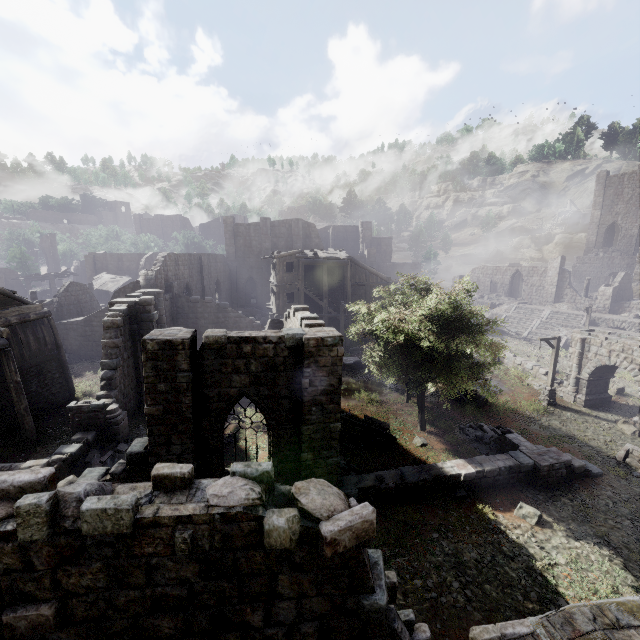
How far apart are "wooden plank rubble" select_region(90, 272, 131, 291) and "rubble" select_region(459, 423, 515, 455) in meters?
40.6

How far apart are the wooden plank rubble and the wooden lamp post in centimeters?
4373cm

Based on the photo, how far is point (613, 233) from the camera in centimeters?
5131cm

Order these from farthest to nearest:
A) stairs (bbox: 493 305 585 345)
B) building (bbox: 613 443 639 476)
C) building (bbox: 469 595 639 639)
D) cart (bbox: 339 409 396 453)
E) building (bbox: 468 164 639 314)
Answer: building (bbox: 468 164 639 314) < stairs (bbox: 493 305 585 345) < cart (bbox: 339 409 396 453) < building (bbox: 613 443 639 476) < building (bbox: 469 595 639 639)

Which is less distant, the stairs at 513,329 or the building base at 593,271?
the stairs at 513,329

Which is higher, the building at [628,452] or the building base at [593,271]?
the building base at [593,271]

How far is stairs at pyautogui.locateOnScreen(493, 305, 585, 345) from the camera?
35.2 meters

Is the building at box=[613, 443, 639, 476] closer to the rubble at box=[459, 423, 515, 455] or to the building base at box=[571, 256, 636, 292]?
the rubble at box=[459, 423, 515, 455]
